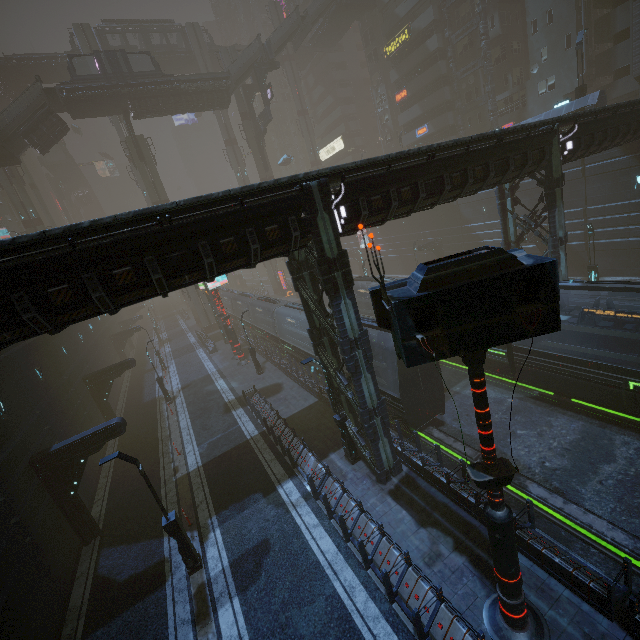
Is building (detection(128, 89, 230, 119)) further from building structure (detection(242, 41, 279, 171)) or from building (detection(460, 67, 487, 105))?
building (detection(460, 67, 487, 105))

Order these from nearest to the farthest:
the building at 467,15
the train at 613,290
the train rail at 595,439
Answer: the train rail at 595,439 < the train at 613,290 < the building at 467,15

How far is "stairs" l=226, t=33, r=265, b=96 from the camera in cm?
3953

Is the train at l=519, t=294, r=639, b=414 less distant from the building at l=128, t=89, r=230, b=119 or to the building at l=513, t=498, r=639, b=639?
the building at l=513, t=498, r=639, b=639

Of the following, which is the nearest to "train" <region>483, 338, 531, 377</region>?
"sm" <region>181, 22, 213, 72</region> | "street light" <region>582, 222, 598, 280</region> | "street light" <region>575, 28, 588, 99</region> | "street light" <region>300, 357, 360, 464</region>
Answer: "sm" <region>181, 22, 213, 72</region>

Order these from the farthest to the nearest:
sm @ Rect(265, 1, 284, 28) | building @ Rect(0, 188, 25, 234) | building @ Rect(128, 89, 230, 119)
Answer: building @ Rect(0, 188, 25, 234)
sm @ Rect(265, 1, 284, 28)
building @ Rect(128, 89, 230, 119)

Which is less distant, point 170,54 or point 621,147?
point 621,147

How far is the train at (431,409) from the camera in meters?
15.2 m
